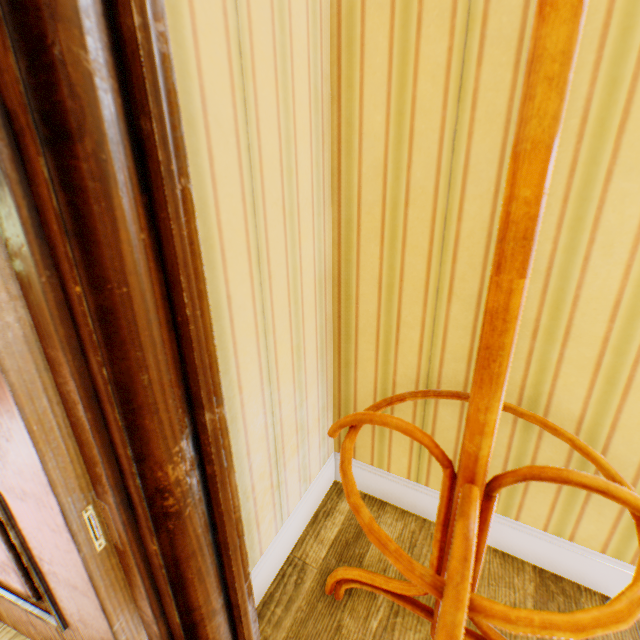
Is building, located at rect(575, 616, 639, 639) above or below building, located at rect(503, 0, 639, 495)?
below

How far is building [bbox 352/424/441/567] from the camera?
1.3m

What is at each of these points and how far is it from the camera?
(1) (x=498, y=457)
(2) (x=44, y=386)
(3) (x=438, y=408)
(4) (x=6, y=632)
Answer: (1) building, 1.1 meters
(2) childactor, 0.6 meters
(3) building, 1.2 meters
(4) building, 1.0 meters

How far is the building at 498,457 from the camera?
1.0m

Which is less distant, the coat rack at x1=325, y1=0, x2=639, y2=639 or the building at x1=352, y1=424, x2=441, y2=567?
the coat rack at x1=325, y1=0, x2=639, y2=639

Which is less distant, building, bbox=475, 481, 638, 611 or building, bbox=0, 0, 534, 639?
building, bbox=0, 0, 534, 639

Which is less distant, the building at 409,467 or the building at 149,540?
the building at 149,540
